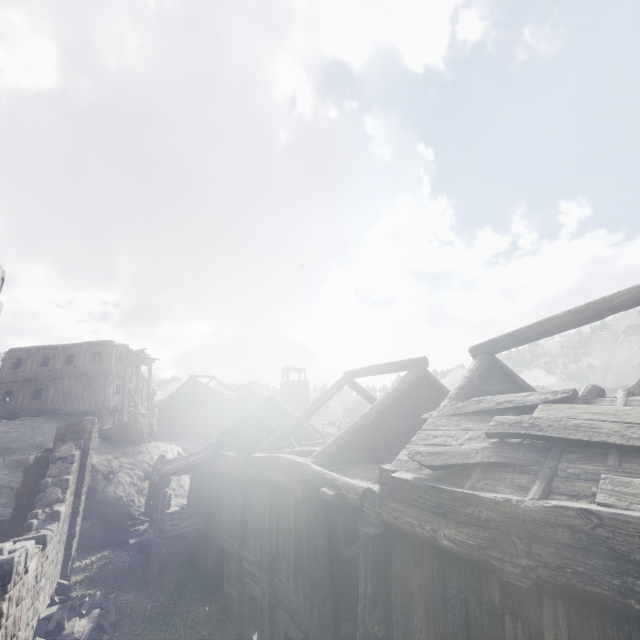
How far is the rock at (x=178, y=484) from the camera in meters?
23.0 m

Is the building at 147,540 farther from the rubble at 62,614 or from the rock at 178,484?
the rubble at 62,614

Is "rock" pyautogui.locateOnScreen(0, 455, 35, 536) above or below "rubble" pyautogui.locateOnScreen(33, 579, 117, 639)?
above

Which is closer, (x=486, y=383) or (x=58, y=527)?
(x=486, y=383)

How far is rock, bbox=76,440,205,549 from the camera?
17.7 meters

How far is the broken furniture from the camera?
13.43m

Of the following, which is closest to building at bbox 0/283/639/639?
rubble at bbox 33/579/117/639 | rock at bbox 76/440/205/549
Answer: rock at bbox 76/440/205/549

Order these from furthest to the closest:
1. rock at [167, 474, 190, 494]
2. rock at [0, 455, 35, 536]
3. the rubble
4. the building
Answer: rock at [167, 474, 190, 494]
rock at [0, 455, 35, 536]
the rubble
the building
